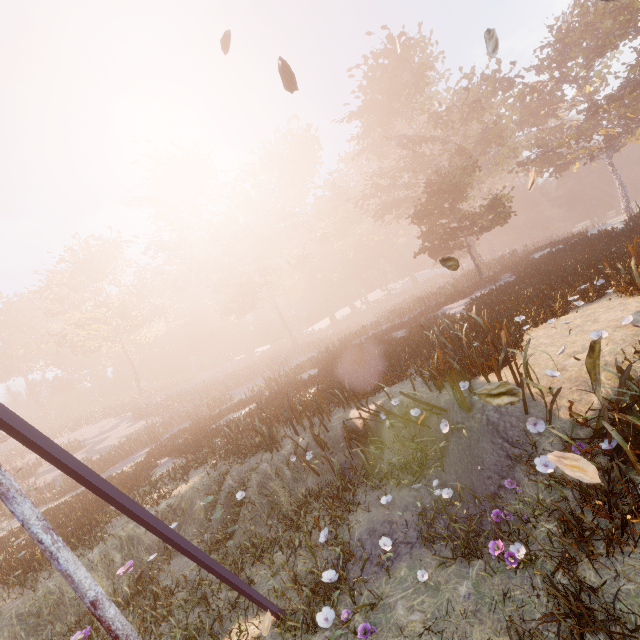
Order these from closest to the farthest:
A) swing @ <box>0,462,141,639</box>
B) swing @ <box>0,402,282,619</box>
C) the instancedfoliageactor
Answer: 1. swing @ <box>0,462,141,639</box>
2. swing @ <box>0,402,282,619</box>
3. the instancedfoliageactor

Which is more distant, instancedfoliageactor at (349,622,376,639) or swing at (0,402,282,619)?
instancedfoliageactor at (349,622,376,639)

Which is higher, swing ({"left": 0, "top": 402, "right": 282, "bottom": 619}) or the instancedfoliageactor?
swing ({"left": 0, "top": 402, "right": 282, "bottom": 619})

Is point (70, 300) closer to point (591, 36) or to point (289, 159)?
point (289, 159)

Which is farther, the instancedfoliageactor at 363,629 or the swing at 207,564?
the instancedfoliageactor at 363,629

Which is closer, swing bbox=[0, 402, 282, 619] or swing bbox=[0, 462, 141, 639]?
swing bbox=[0, 462, 141, 639]
